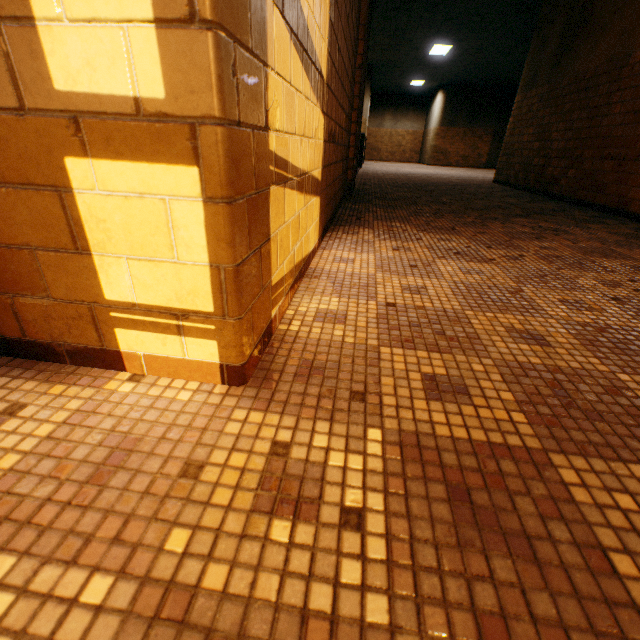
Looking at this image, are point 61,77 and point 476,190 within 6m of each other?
no
